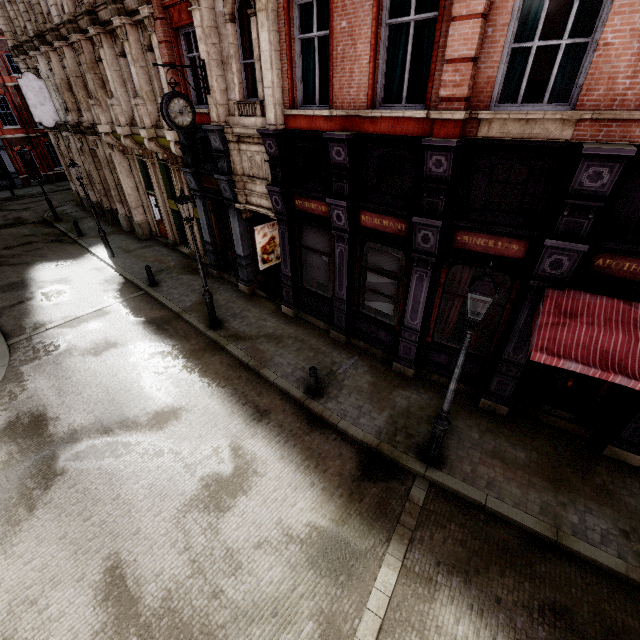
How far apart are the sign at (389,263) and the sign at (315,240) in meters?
1.3

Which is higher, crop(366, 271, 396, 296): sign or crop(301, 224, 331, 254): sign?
crop(301, 224, 331, 254): sign

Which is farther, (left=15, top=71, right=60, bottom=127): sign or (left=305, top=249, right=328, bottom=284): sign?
(left=15, top=71, right=60, bottom=127): sign

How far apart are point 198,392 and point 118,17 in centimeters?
1340cm

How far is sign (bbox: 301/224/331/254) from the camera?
9.90m

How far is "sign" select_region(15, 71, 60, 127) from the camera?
17.00m

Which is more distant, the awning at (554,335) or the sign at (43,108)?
the sign at (43,108)

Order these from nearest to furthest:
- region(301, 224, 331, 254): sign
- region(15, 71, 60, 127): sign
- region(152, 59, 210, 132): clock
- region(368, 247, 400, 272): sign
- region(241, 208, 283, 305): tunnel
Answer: region(368, 247, 400, 272): sign
region(152, 59, 210, 132): clock
region(301, 224, 331, 254): sign
region(241, 208, 283, 305): tunnel
region(15, 71, 60, 127): sign
